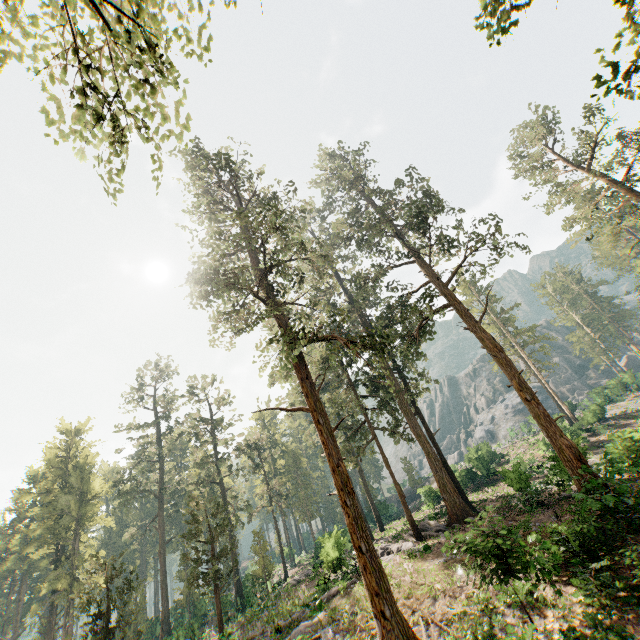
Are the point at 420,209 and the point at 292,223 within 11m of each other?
yes

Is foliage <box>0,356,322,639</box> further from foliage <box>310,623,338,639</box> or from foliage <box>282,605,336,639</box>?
foliage <box>310,623,338,639</box>

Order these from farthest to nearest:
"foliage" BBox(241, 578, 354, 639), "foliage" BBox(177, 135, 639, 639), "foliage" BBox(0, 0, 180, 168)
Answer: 1. "foliage" BBox(241, 578, 354, 639)
2. "foliage" BBox(177, 135, 639, 639)
3. "foliage" BBox(0, 0, 180, 168)

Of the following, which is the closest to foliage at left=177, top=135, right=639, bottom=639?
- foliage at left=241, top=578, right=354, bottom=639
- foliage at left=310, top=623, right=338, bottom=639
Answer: foliage at left=241, top=578, right=354, bottom=639

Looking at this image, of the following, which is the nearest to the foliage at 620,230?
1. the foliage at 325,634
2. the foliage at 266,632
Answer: the foliage at 266,632

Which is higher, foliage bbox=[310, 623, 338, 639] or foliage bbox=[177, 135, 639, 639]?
foliage bbox=[177, 135, 639, 639]

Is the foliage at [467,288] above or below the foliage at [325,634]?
above
